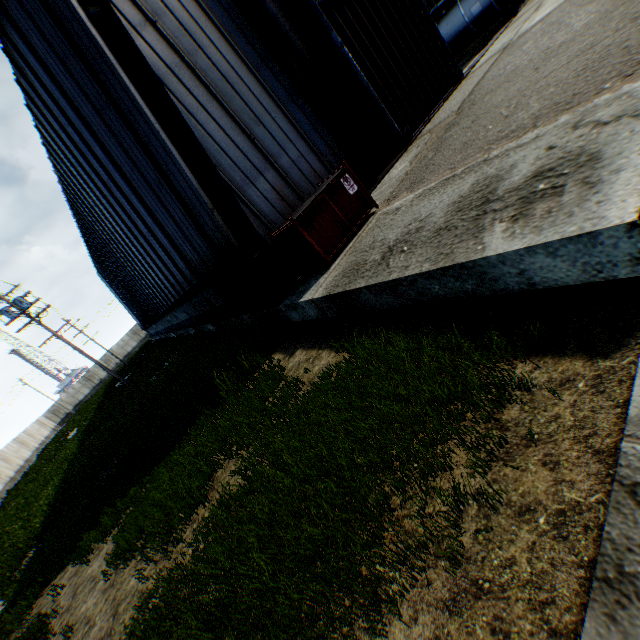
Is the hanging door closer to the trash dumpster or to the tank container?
the tank container

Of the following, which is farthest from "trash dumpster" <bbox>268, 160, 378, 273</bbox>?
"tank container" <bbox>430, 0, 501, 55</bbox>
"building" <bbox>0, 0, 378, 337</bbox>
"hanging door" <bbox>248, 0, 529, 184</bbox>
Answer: "tank container" <bbox>430, 0, 501, 55</bbox>

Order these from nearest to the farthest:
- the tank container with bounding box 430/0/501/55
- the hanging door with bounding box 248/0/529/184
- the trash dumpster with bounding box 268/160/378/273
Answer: the trash dumpster with bounding box 268/160/378/273 < the hanging door with bounding box 248/0/529/184 < the tank container with bounding box 430/0/501/55

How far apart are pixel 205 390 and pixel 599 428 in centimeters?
780cm

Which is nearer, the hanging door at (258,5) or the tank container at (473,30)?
the hanging door at (258,5)

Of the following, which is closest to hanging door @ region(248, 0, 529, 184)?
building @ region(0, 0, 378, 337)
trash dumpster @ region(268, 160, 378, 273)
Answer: building @ region(0, 0, 378, 337)

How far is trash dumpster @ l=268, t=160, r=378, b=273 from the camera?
6.37m

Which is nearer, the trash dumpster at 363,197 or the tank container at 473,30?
the trash dumpster at 363,197
